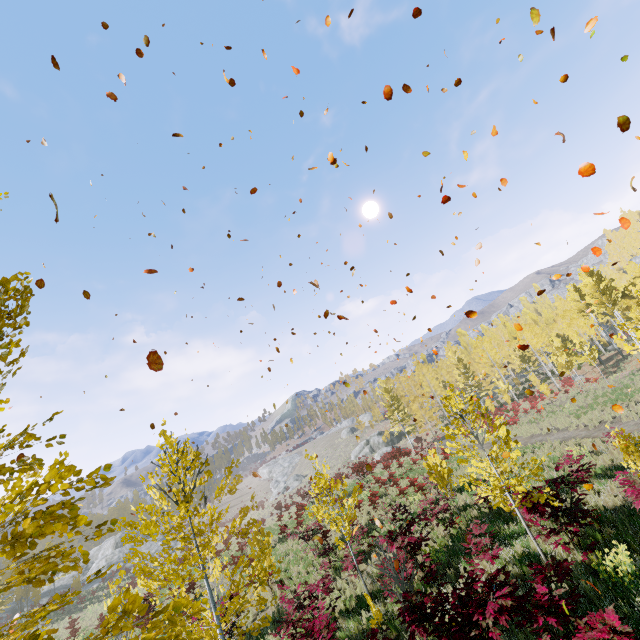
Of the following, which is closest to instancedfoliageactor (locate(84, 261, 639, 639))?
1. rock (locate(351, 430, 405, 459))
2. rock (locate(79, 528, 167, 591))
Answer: rock (locate(351, 430, 405, 459))

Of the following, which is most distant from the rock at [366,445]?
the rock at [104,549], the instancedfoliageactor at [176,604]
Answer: the rock at [104,549]

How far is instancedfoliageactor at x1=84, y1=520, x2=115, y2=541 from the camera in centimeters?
292cm

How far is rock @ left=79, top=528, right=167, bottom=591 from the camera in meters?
42.4

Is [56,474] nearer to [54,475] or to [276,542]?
[54,475]

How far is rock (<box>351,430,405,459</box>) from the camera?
49.0m

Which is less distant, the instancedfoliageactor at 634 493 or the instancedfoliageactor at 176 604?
the instancedfoliageactor at 176 604
